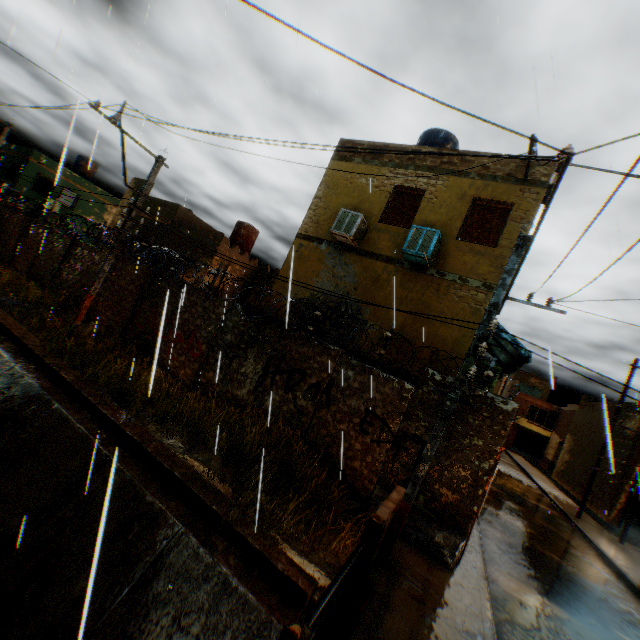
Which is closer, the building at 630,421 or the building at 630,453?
the building at 630,453

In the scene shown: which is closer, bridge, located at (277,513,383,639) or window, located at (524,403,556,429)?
bridge, located at (277,513,383,639)

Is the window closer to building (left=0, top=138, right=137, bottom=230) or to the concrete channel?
the concrete channel

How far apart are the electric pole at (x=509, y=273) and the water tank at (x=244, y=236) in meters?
17.7

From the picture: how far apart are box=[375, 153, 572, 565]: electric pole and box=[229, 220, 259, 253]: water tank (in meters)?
17.74

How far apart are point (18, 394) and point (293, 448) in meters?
6.5 m

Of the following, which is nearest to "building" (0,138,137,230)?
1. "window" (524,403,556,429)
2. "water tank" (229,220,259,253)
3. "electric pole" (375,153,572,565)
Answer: "water tank" (229,220,259,253)

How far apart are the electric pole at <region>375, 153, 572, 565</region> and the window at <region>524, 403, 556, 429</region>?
43.4m
